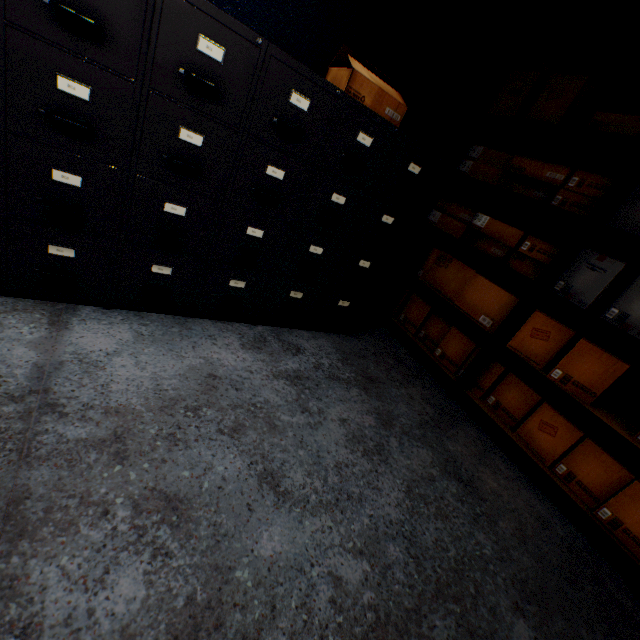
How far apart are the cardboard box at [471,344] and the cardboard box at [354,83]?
1.4m

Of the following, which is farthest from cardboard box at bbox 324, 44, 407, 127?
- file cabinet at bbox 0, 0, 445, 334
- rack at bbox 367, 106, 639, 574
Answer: rack at bbox 367, 106, 639, 574

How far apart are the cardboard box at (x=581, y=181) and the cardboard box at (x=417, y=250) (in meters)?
0.56

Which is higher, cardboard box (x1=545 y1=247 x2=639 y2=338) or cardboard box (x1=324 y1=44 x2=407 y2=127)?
Result: cardboard box (x1=324 y1=44 x2=407 y2=127)

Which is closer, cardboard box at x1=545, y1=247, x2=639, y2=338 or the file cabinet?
the file cabinet

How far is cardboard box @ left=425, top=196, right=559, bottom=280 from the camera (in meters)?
2.02

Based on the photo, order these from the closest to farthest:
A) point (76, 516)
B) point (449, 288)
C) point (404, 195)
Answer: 1. point (76, 516)
2. point (404, 195)
3. point (449, 288)

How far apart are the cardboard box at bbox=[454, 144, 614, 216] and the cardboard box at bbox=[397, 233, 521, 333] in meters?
0.6
